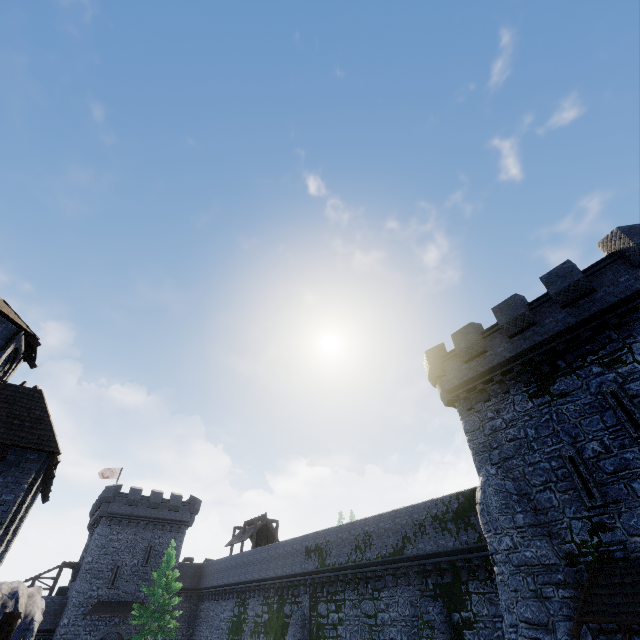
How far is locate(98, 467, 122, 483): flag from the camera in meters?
44.7 m

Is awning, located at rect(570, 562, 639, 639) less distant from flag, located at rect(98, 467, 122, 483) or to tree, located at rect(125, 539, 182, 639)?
tree, located at rect(125, 539, 182, 639)

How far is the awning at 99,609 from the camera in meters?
32.6 m

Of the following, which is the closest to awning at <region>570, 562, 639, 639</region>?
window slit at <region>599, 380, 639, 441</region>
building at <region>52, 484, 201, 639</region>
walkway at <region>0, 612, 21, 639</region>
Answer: window slit at <region>599, 380, 639, 441</region>

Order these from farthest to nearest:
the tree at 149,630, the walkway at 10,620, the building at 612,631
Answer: the tree at 149,630 → the building at 612,631 → the walkway at 10,620

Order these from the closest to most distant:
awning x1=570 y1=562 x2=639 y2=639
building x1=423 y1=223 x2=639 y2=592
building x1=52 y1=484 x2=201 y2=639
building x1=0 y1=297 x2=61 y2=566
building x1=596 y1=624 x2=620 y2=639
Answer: awning x1=570 y1=562 x2=639 y2=639, building x1=596 y1=624 x2=620 y2=639, building x1=423 y1=223 x2=639 y2=592, building x1=0 y1=297 x2=61 y2=566, building x1=52 y1=484 x2=201 y2=639

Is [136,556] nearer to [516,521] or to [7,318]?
[7,318]

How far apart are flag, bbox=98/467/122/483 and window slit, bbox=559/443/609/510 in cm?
5187
